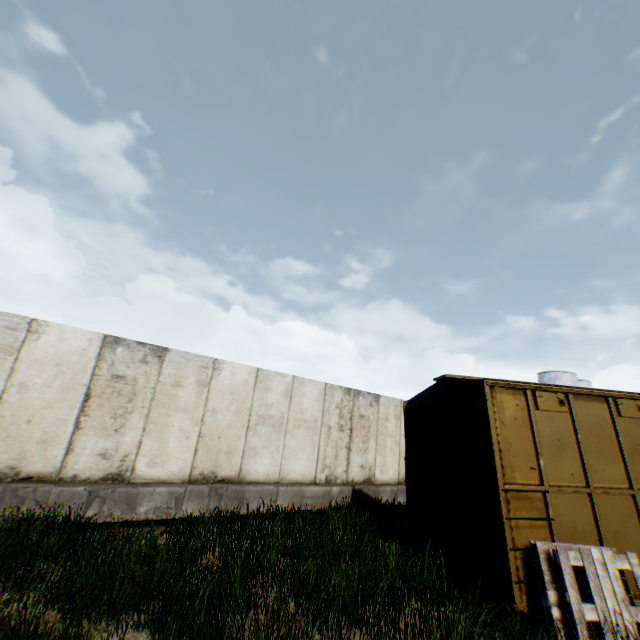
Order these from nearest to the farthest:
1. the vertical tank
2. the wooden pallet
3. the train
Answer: Result: the wooden pallet < the train < the vertical tank

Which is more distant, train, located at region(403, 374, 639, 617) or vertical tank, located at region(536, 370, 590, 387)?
vertical tank, located at region(536, 370, 590, 387)

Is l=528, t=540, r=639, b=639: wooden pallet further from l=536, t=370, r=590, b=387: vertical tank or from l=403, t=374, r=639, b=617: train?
l=536, t=370, r=590, b=387: vertical tank

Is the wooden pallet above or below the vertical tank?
below

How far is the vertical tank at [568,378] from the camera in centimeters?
4031cm

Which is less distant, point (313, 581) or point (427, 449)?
point (313, 581)

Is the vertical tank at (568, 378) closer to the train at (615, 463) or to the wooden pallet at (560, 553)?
the train at (615, 463)
